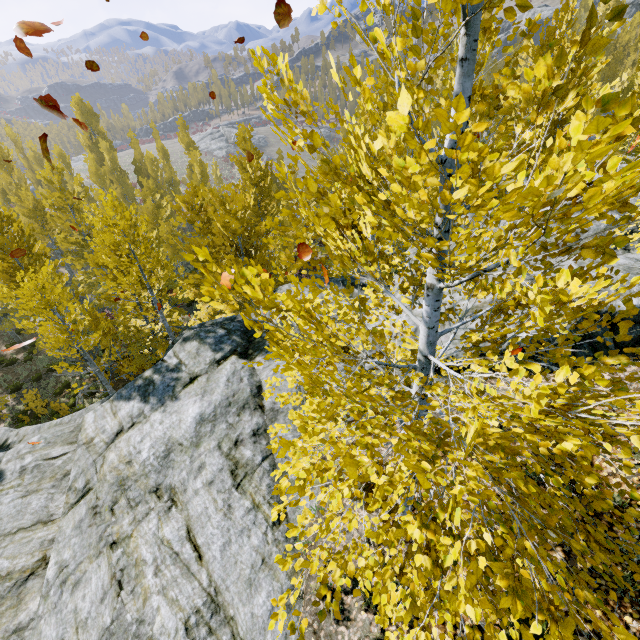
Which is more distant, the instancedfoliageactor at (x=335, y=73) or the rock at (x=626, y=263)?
the rock at (x=626, y=263)

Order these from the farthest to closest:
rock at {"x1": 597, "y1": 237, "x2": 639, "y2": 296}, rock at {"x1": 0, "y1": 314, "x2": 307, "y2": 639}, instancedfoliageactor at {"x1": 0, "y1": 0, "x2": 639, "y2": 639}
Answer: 1. rock at {"x1": 597, "y1": 237, "x2": 639, "y2": 296}
2. rock at {"x1": 0, "y1": 314, "x2": 307, "y2": 639}
3. instancedfoliageactor at {"x1": 0, "y1": 0, "x2": 639, "y2": 639}

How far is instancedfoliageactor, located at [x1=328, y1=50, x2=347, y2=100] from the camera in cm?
156

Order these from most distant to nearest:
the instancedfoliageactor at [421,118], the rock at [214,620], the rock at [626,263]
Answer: the rock at [626,263], the rock at [214,620], the instancedfoliageactor at [421,118]

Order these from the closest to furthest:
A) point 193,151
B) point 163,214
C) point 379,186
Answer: point 379,186 < point 163,214 < point 193,151

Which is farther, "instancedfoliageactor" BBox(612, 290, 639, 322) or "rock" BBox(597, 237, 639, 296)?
"rock" BBox(597, 237, 639, 296)
